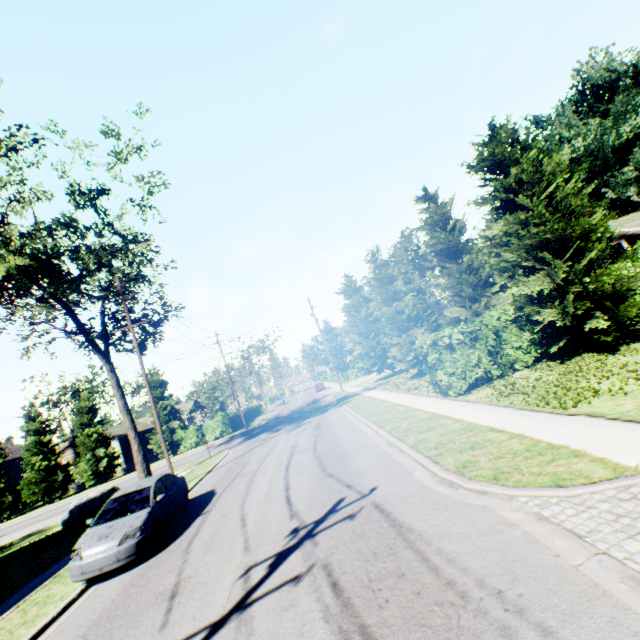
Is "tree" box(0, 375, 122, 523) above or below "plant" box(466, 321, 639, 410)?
above

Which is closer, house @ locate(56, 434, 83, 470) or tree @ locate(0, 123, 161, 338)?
tree @ locate(0, 123, 161, 338)

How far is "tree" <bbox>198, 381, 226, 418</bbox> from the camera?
47.8m

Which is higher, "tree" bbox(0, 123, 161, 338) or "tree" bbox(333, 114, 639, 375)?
"tree" bbox(0, 123, 161, 338)

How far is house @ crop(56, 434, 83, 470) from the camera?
40.1 meters

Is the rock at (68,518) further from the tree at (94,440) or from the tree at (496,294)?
the tree at (94,440)

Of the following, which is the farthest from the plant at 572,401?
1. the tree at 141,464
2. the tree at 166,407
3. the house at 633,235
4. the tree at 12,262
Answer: the tree at 12,262

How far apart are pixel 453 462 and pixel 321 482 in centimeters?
397cm
